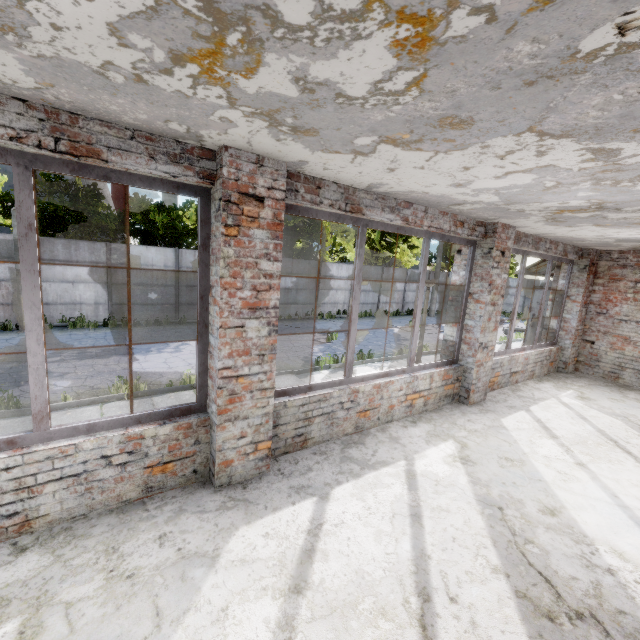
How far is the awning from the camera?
9.5m

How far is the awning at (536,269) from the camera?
9.5 meters

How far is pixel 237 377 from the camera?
3.1m
